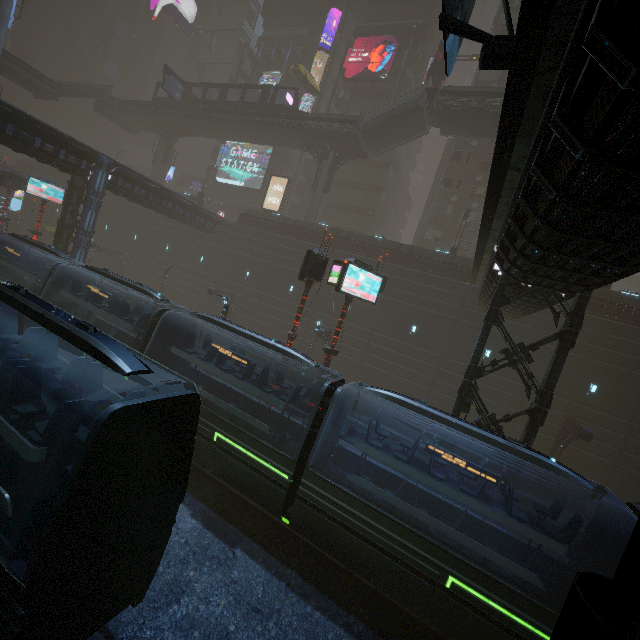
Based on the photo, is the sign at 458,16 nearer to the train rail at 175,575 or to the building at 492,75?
the building at 492,75

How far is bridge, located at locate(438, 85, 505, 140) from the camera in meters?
25.8

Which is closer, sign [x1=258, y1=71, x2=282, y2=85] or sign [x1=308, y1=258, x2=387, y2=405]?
sign [x1=308, y1=258, x2=387, y2=405]

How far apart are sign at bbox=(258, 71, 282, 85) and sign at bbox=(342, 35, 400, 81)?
9.0 meters

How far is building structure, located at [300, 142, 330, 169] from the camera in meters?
34.7

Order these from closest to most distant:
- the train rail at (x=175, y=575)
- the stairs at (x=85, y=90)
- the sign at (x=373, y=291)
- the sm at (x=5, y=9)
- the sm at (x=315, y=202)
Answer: the train rail at (x=175, y=575) → the sign at (x=373, y=291) → the sm at (x=5, y=9) → the sm at (x=315, y=202) → the stairs at (x=85, y=90)

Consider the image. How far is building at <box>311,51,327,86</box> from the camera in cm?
4434

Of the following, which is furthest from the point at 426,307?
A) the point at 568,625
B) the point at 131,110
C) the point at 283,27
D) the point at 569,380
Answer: the point at 283,27
